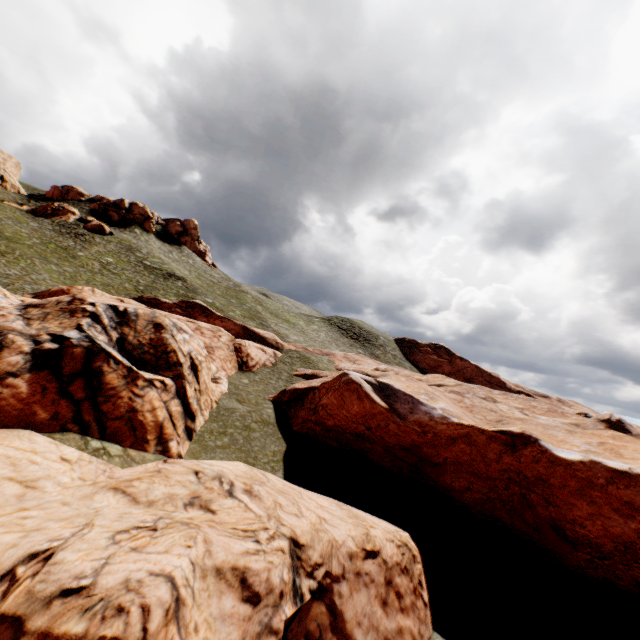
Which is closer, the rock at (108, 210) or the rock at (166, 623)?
the rock at (166, 623)

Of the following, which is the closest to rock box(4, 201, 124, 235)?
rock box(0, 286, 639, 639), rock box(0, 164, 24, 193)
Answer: rock box(0, 164, 24, 193)

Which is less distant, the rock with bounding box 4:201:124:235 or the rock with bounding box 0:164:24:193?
the rock with bounding box 4:201:124:235

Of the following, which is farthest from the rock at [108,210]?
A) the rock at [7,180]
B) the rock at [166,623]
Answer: the rock at [166,623]

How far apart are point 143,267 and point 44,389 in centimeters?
3983cm

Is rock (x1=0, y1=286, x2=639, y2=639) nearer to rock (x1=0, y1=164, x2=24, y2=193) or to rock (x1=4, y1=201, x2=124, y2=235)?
rock (x1=4, y1=201, x2=124, y2=235)

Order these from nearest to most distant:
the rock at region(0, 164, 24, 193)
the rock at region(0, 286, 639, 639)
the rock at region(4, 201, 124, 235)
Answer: the rock at region(0, 286, 639, 639), the rock at region(4, 201, 124, 235), the rock at region(0, 164, 24, 193)
